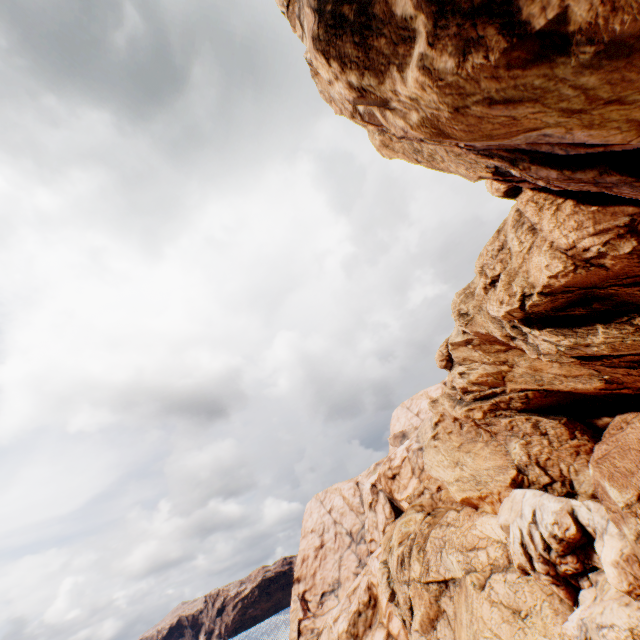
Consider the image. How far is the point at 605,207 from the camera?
15.2m
